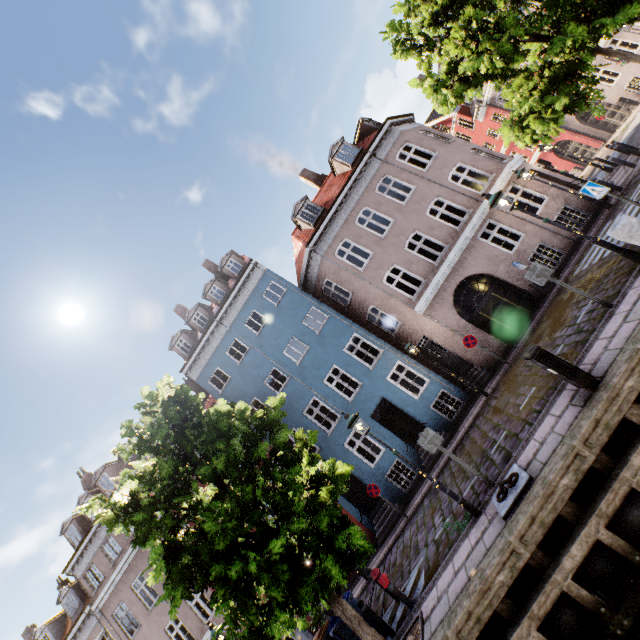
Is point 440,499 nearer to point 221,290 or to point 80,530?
point 221,290

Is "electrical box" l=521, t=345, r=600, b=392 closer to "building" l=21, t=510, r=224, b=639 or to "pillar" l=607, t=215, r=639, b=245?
"pillar" l=607, t=215, r=639, b=245

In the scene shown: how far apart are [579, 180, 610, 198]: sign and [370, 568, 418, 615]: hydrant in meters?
10.9

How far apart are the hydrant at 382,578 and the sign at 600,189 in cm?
1088

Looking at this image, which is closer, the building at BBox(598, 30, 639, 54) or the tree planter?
the tree planter

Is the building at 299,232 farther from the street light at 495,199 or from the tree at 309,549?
the street light at 495,199

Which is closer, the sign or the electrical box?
the electrical box

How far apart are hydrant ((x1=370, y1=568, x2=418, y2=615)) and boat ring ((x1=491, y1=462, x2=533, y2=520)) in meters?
3.3
